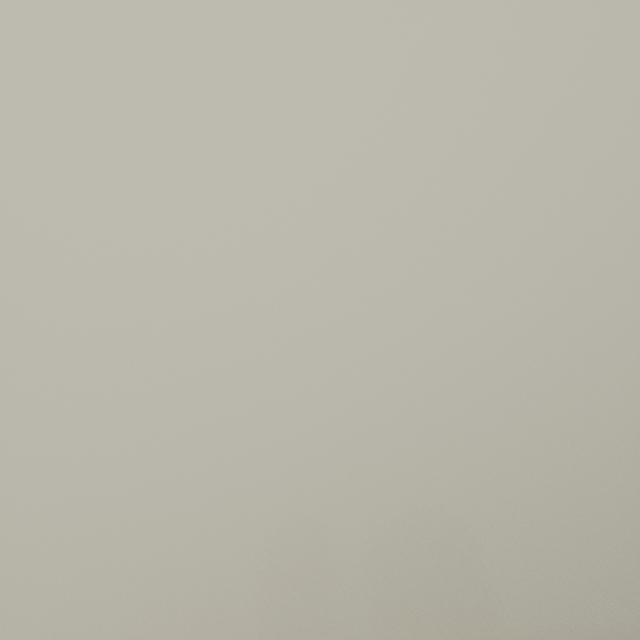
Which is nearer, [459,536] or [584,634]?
A: [584,634]
